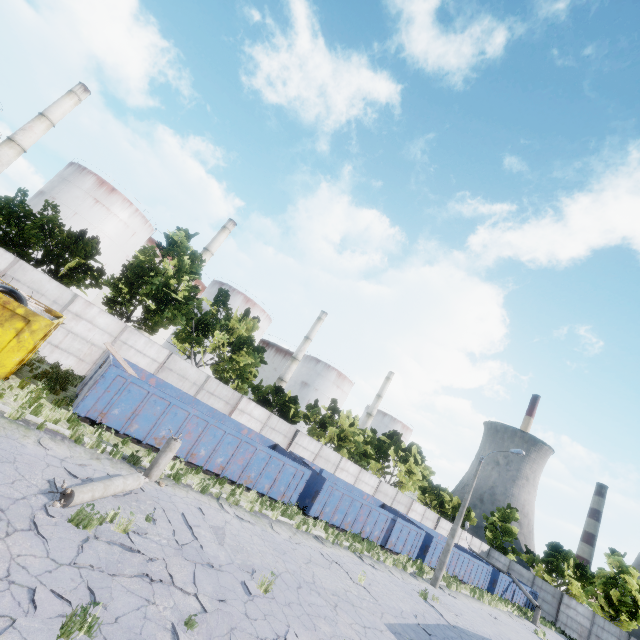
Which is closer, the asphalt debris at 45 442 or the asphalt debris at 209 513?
the asphalt debris at 45 442

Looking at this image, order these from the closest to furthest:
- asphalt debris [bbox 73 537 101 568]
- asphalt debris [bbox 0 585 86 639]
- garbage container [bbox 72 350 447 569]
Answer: asphalt debris [bbox 0 585 86 639], asphalt debris [bbox 73 537 101 568], garbage container [bbox 72 350 447 569]

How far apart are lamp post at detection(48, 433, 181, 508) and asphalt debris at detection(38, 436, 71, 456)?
0.9 meters

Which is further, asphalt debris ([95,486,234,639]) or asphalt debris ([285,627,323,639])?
asphalt debris ([285,627,323,639])

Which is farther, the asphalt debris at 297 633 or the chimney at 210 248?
the chimney at 210 248

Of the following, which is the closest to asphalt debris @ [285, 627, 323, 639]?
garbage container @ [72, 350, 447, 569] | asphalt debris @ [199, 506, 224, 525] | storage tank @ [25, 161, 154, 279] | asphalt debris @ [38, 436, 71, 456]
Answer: asphalt debris @ [199, 506, 224, 525]

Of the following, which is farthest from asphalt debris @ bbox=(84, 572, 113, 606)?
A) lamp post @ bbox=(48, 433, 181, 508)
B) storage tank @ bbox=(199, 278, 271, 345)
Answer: storage tank @ bbox=(199, 278, 271, 345)

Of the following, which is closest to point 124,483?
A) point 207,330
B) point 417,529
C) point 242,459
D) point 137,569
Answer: point 137,569
